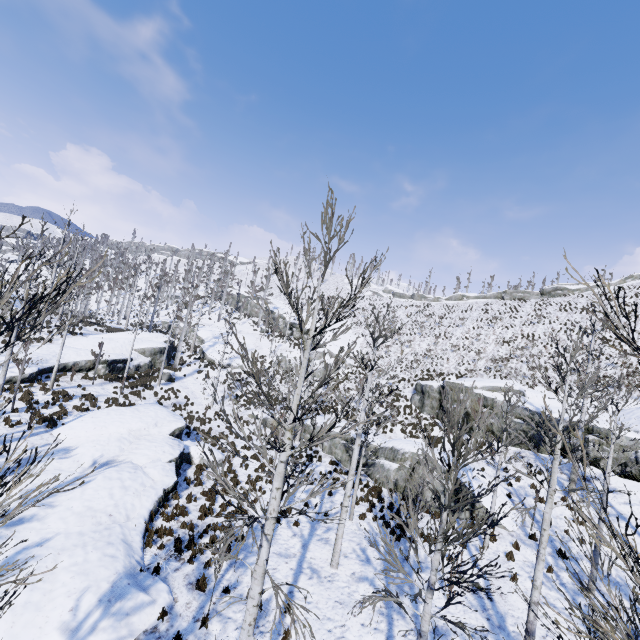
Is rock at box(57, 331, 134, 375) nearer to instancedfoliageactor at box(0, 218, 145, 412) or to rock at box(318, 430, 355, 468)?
instancedfoliageactor at box(0, 218, 145, 412)

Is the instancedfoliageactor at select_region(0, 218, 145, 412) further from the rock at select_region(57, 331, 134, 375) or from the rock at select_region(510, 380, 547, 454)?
the rock at select_region(510, 380, 547, 454)

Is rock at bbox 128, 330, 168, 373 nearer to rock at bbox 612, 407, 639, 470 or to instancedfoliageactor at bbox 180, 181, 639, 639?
instancedfoliageactor at bbox 180, 181, 639, 639

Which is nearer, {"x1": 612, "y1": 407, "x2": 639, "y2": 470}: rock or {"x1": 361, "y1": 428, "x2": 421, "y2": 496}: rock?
{"x1": 612, "y1": 407, "x2": 639, "y2": 470}: rock

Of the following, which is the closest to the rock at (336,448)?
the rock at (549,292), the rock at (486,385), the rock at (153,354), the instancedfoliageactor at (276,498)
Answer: the instancedfoliageactor at (276,498)

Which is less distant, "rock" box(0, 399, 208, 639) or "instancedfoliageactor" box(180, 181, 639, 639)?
"instancedfoliageactor" box(180, 181, 639, 639)

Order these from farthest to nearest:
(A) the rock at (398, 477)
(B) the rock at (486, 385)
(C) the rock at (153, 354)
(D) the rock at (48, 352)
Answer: (C) the rock at (153, 354), (B) the rock at (486, 385), (D) the rock at (48, 352), (A) the rock at (398, 477)

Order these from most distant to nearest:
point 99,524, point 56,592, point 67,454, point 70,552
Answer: point 67,454 < point 99,524 < point 70,552 < point 56,592
